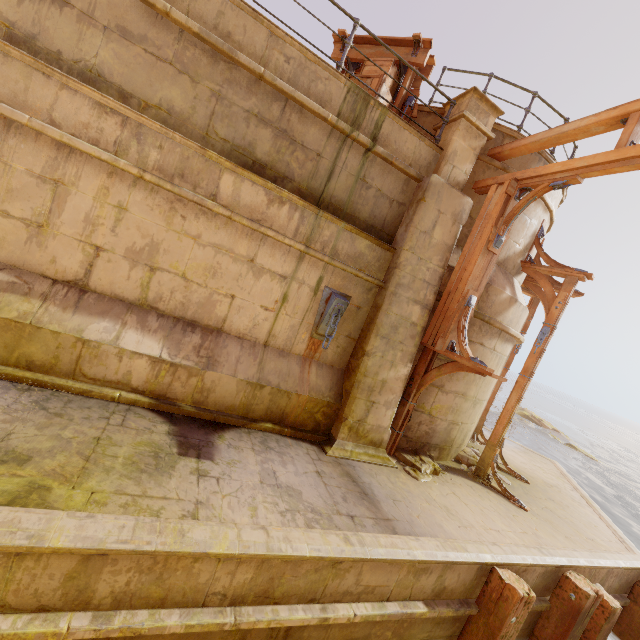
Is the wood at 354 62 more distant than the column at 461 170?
Yes

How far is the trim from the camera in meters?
5.8 m

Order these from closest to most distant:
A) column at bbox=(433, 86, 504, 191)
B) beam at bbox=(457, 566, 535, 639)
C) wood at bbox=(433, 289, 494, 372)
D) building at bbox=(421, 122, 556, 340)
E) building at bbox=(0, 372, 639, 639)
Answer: building at bbox=(0, 372, 639, 639) < beam at bbox=(457, 566, 535, 639) < wood at bbox=(433, 289, 494, 372) < column at bbox=(433, 86, 504, 191) < building at bbox=(421, 122, 556, 340)

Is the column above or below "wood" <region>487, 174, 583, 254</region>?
above

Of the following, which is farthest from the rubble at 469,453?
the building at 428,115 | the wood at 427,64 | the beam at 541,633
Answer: the wood at 427,64

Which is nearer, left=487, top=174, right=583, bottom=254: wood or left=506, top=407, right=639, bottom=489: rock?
left=487, top=174, right=583, bottom=254: wood

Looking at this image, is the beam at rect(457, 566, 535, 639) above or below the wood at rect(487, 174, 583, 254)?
below

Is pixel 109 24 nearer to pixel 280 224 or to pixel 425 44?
pixel 280 224
